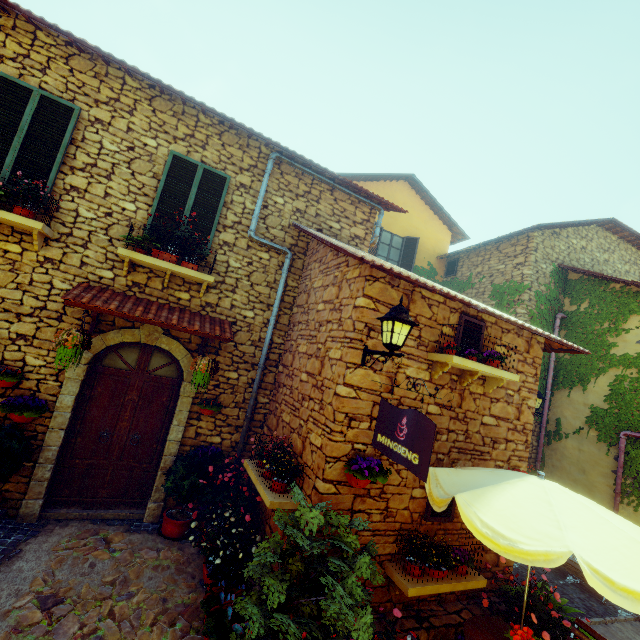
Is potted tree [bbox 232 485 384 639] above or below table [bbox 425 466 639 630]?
below

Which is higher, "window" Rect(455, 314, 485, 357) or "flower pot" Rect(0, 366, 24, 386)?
"window" Rect(455, 314, 485, 357)

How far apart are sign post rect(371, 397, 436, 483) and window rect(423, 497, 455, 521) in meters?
1.7

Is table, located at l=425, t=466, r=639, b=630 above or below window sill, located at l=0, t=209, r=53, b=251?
below

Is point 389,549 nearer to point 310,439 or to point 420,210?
point 310,439

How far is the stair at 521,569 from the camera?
6.98m

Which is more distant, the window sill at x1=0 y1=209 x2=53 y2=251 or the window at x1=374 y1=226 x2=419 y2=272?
the window at x1=374 y1=226 x2=419 y2=272

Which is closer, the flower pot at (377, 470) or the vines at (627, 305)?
the flower pot at (377, 470)
